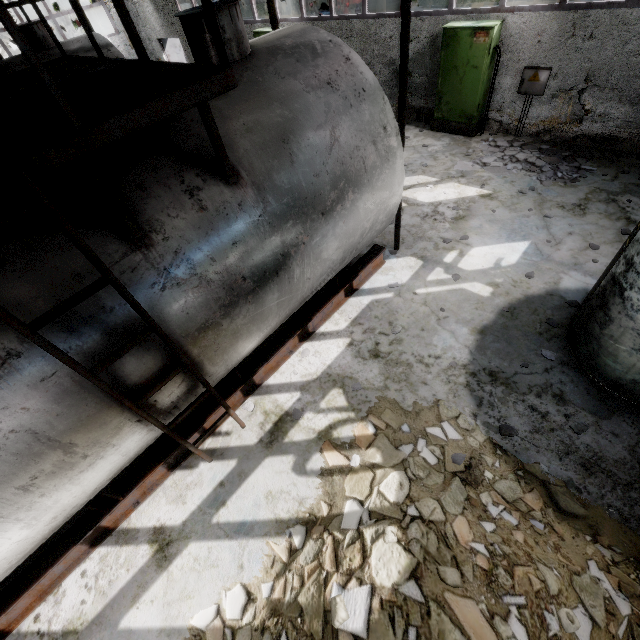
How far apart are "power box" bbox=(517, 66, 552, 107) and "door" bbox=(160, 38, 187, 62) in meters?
18.5 m

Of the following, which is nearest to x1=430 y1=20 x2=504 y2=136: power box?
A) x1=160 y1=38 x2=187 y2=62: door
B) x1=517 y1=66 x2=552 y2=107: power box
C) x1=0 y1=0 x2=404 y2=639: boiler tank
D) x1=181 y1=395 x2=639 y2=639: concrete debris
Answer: x1=517 y1=66 x2=552 y2=107: power box

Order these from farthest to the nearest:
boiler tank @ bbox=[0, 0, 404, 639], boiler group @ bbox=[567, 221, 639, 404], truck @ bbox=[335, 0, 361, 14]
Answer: truck @ bbox=[335, 0, 361, 14] → boiler group @ bbox=[567, 221, 639, 404] → boiler tank @ bbox=[0, 0, 404, 639]

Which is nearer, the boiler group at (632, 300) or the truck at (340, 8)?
the boiler group at (632, 300)

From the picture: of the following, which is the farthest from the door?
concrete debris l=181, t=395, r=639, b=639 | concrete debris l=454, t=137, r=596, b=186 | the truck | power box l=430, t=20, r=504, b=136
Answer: concrete debris l=181, t=395, r=639, b=639

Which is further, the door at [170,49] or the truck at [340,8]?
the door at [170,49]

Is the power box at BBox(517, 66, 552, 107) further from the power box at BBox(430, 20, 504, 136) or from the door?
the door

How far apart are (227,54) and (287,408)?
4.7m
